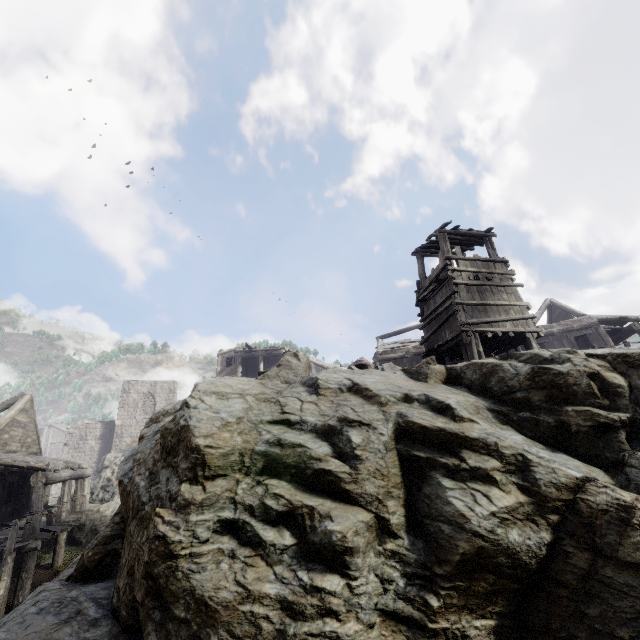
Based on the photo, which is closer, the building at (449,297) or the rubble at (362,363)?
the rubble at (362,363)

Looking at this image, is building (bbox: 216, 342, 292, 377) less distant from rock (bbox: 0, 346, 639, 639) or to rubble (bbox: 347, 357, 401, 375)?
rock (bbox: 0, 346, 639, 639)

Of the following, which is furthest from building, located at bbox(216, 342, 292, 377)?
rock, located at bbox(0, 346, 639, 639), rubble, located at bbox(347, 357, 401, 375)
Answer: rubble, located at bbox(347, 357, 401, 375)

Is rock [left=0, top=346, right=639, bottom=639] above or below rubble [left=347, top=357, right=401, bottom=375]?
below

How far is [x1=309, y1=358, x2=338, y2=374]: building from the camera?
32.62m

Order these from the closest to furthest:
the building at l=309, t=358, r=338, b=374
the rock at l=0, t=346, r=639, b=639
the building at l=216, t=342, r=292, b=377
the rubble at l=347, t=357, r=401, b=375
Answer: the rock at l=0, t=346, r=639, b=639, the rubble at l=347, t=357, r=401, b=375, the building at l=216, t=342, r=292, b=377, the building at l=309, t=358, r=338, b=374

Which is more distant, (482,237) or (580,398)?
(482,237)

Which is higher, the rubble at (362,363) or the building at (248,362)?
the building at (248,362)
